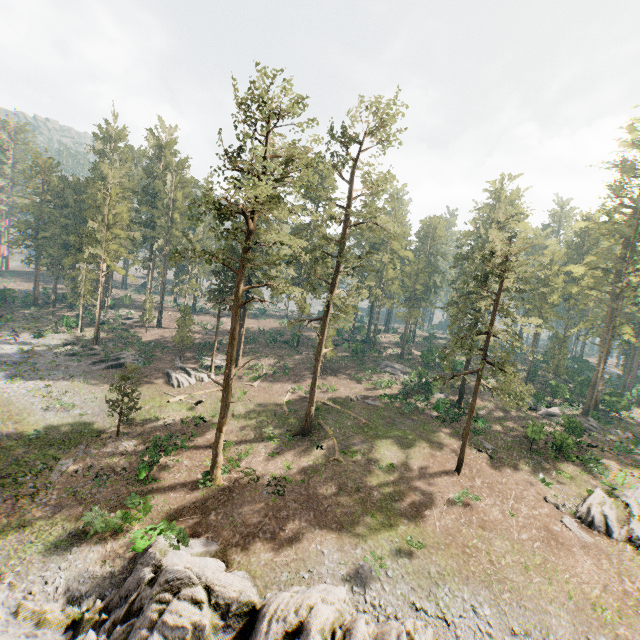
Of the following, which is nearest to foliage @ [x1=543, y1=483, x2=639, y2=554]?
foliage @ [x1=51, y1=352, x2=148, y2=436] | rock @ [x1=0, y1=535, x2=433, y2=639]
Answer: foliage @ [x1=51, y1=352, x2=148, y2=436]

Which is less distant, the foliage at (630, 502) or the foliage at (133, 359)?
the foliage at (630, 502)

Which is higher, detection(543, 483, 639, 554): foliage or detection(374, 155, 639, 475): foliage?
detection(374, 155, 639, 475): foliage

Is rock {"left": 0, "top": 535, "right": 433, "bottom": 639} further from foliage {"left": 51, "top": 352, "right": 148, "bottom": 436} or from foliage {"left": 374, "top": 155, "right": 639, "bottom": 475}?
foliage {"left": 51, "top": 352, "right": 148, "bottom": 436}

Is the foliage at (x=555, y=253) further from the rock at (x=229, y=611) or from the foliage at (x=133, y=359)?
the rock at (x=229, y=611)

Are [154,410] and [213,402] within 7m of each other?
yes

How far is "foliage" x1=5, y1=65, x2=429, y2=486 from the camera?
21.0m
